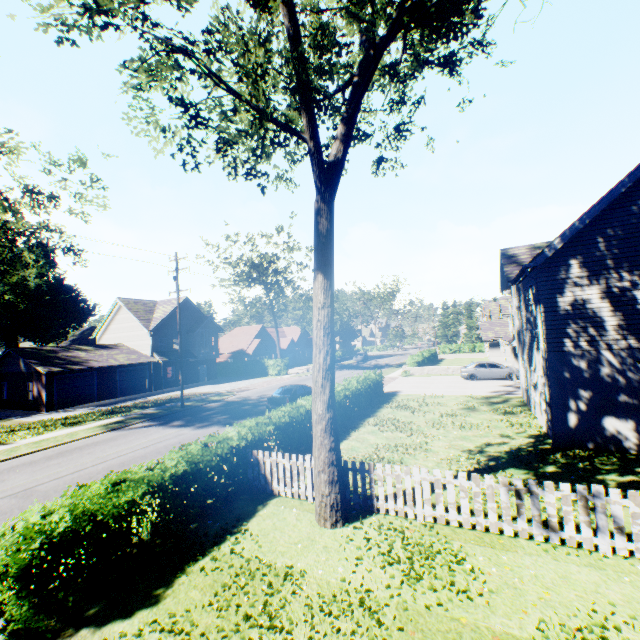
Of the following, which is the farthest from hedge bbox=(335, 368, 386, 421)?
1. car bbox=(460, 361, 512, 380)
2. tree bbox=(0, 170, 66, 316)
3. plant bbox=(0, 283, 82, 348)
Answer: plant bbox=(0, 283, 82, 348)

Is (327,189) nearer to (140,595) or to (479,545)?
(479,545)

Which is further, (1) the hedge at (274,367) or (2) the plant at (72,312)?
(2) the plant at (72,312)

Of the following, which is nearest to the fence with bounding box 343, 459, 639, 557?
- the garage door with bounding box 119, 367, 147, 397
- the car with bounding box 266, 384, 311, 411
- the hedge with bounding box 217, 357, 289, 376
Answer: the car with bounding box 266, 384, 311, 411

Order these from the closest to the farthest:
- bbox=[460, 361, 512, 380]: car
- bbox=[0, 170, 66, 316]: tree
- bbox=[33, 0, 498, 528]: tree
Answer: bbox=[33, 0, 498, 528]: tree
bbox=[0, 170, 66, 316]: tree
bbox=[460, 361, 512, 380]: car

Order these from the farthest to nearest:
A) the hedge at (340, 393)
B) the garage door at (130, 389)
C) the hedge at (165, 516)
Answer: the garage door at (130, 389) < the hedge at (340, 393) < the hedge at (165, 516)

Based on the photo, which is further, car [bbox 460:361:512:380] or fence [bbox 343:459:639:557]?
car [bbox 460:361:512:380]

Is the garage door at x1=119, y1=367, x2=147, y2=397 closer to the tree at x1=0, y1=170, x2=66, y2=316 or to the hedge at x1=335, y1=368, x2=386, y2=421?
the tree at x1=0, y1=170, x2=66, y2=316
